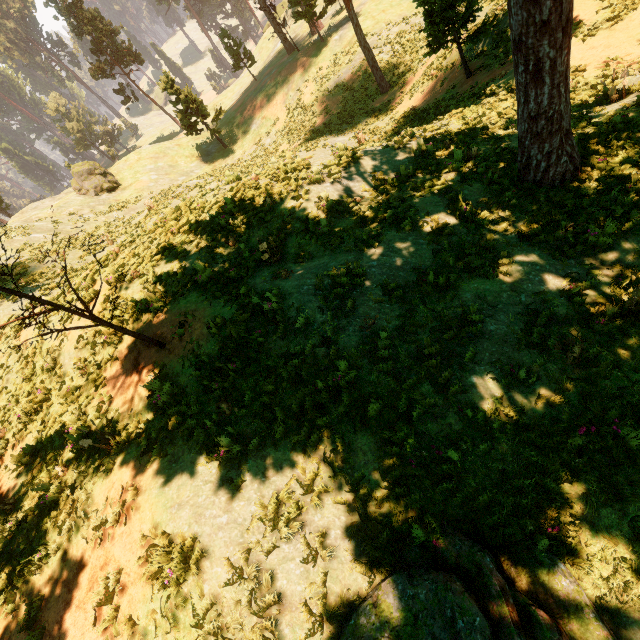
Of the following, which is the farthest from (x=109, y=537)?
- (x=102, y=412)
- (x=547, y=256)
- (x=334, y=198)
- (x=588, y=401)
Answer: (x=547, y=256)

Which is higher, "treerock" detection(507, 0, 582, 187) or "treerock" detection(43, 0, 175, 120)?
"treerock" detection(43, 0, 175, 120)

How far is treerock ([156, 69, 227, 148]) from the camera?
32.1m

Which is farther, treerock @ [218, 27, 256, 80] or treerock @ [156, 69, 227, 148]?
treerock @ [218, 27, 256, 80]

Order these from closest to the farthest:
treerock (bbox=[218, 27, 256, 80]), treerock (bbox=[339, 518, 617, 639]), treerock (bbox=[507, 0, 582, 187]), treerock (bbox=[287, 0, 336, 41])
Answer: treerock (bbox=[339, 518, 617, 639]) → treerock (bbox=[507, 0, 582, 187]) → treerock (bbox=[287, 0, 336, 41]) → treerock (bbox=[218, 27, 256, 80])

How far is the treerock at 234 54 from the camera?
38.3 meters

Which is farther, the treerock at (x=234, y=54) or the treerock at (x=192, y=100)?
the treerock at (x=234, y=54)
